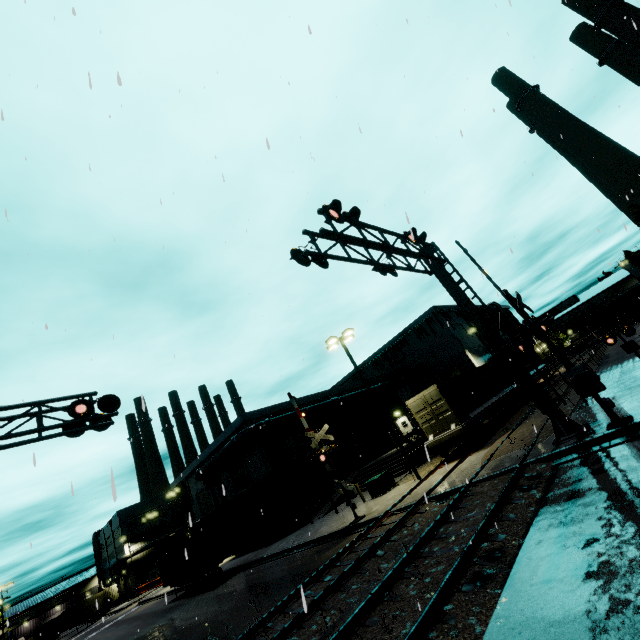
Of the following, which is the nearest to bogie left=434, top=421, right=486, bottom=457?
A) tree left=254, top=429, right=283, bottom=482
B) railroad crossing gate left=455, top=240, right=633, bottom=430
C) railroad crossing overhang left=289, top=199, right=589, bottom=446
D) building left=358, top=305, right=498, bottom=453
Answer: railroad crossing gate left=455, top=240, right=633, bottom=430

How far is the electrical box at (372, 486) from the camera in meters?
20.2 m

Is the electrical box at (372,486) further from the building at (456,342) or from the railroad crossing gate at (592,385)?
the railroad crossing gate at (592,385)

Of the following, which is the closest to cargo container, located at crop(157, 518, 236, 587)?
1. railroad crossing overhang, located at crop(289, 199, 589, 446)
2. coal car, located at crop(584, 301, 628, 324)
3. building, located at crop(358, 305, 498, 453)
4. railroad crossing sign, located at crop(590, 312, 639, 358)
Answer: building, located at crop(358, 305, 498, 453)

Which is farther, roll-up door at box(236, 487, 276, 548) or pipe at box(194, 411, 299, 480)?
roll-up door at box(236, 487, 276, 548)

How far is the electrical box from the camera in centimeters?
2016cm

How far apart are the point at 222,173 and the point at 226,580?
27.6 meters

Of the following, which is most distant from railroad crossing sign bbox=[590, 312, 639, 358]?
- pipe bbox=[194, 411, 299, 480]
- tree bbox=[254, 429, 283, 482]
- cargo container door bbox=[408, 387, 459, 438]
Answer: tree bbox=[254, 429, 283, 482]
